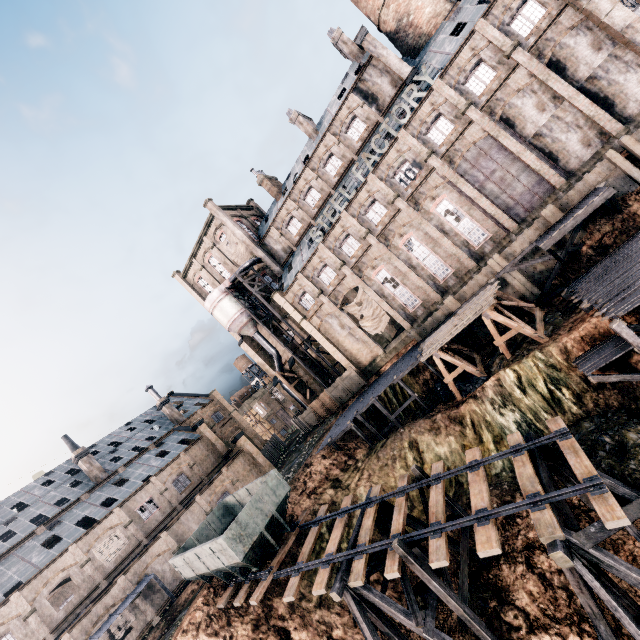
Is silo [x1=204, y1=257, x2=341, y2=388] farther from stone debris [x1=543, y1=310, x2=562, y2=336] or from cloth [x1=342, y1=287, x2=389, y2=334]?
stone debris [x1=543, y1=310, x2=562, y2=336]

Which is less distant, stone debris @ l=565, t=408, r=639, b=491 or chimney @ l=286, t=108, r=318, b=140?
stone debris @ l=565, t=408, r=639, b=491

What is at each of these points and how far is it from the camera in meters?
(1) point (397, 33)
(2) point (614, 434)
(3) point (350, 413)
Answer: (1) chimney, 33.9 m
(2) stone debris, 15.6 m
(3) wooden scaffolding, 33.3 m

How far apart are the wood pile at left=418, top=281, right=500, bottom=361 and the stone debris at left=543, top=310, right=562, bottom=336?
3.46m

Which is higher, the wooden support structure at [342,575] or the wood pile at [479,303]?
the wood pile at [479,303]

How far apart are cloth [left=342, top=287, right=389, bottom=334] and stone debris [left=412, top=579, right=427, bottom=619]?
23.2m

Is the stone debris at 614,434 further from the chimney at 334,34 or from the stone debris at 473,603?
the chimney at 334,34

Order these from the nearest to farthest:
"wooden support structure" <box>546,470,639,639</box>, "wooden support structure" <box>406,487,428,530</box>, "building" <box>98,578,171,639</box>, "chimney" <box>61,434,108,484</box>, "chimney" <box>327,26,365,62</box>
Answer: "wooden support structure" <box>546,470,639,639</box>
"wooden support structure" <box>406,487,428,530</box>
"building" <box>98,578,171,639</box>
"chimney" <box>327,26,365,62</box>
"chimney" <box>61,434,108,484</box>
